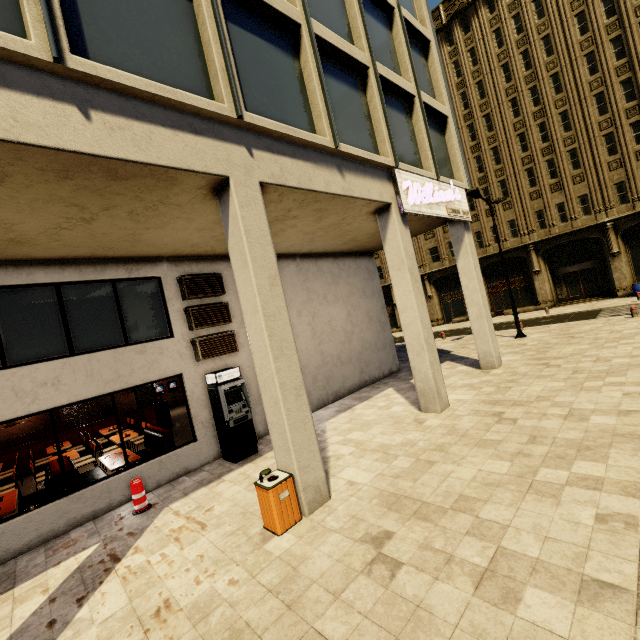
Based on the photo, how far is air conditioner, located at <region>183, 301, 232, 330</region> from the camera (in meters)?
9.11

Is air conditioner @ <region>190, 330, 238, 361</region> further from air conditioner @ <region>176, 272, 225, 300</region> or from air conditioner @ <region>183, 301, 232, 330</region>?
air conditioner @ <region>176, 272, 225, 300</region>

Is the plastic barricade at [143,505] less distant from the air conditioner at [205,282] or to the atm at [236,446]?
the atm at [236,446]

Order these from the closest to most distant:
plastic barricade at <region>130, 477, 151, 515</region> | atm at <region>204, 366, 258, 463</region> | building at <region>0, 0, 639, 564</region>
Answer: building at <region>0, 0, 639, 564</region> → plastic barricade at <region>130, 477, 151, 515</region> → atm at <region>204, 366, 258, 463</region>

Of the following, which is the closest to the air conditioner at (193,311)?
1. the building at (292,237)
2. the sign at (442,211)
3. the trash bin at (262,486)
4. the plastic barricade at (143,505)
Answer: the building at (292,237)

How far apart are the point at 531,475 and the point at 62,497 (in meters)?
9.37

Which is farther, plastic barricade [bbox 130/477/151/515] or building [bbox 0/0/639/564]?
plastic barricade [bbox 130/477/151/515]

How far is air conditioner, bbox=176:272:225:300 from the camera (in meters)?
9.12
